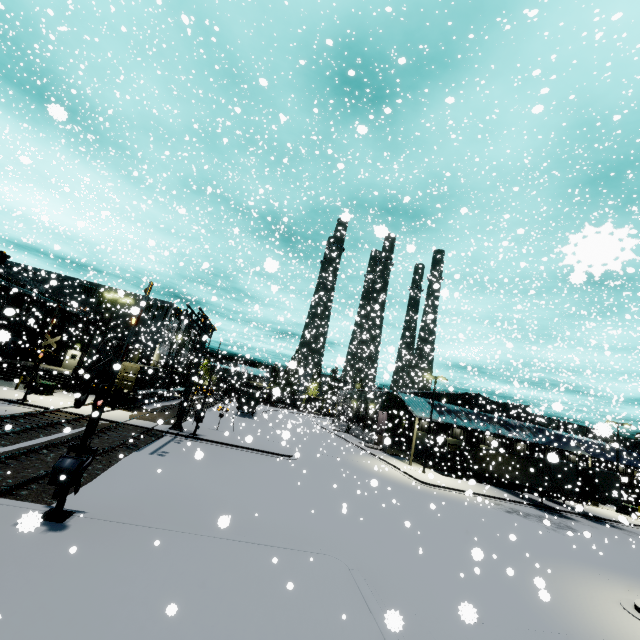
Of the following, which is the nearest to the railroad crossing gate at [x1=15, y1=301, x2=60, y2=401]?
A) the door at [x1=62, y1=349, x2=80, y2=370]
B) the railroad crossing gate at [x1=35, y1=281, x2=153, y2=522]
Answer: the railroad crossing gate at [x1=35, y1=281, x2=153, y2=522]

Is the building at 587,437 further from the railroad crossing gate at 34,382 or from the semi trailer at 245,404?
the railroad crossing gate at 34,382

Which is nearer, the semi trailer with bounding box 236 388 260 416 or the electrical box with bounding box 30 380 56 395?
the electrical box with bounding box 30 380 56 395

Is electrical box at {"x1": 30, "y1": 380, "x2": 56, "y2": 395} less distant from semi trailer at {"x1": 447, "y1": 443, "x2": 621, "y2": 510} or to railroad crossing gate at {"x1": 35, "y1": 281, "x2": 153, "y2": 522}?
semi trailer at {"x1": 447, "y1": 443, "x2": 621, "y2": 510}

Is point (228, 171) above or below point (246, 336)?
above

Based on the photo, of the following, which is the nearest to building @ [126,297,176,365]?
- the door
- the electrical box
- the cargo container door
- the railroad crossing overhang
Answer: the door

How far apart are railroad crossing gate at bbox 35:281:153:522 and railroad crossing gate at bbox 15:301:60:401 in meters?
13.6

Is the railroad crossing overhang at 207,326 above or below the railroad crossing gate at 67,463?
above
